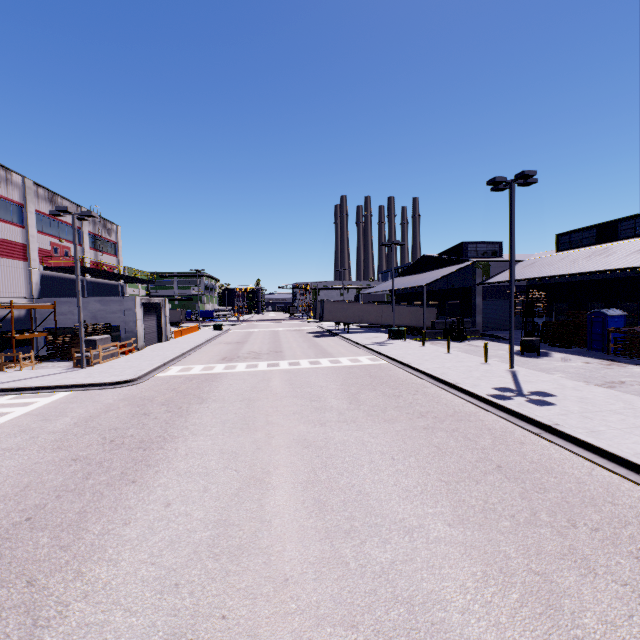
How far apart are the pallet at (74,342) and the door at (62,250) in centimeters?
846cm

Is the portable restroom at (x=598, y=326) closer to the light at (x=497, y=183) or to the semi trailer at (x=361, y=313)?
the light at (x=497, y=183)

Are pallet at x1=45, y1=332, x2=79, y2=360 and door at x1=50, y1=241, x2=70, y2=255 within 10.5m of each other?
yes

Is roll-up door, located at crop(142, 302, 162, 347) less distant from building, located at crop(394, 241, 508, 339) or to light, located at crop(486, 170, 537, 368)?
building, located at crop(394, 241, 508, 339)

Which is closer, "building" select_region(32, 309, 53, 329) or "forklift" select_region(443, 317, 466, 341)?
"building" select_region(32, 309, 53, 329)

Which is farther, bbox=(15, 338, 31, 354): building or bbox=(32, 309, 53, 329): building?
bbox=(32, 309, 53, 329): building

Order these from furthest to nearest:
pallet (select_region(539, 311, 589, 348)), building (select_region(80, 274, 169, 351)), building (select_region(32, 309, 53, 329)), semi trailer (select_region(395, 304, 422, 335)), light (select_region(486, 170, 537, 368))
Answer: semi trailer (select_region(395, 304, 422, 335)) < building (select_region(80, 274, 169, 351)) < building (select_region(32, 309, 53, 329)) < pallet (select_region(539, 311, 589, 348)) < light (select_region(486, 170, 537, 368))

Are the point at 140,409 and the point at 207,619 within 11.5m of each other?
yes
